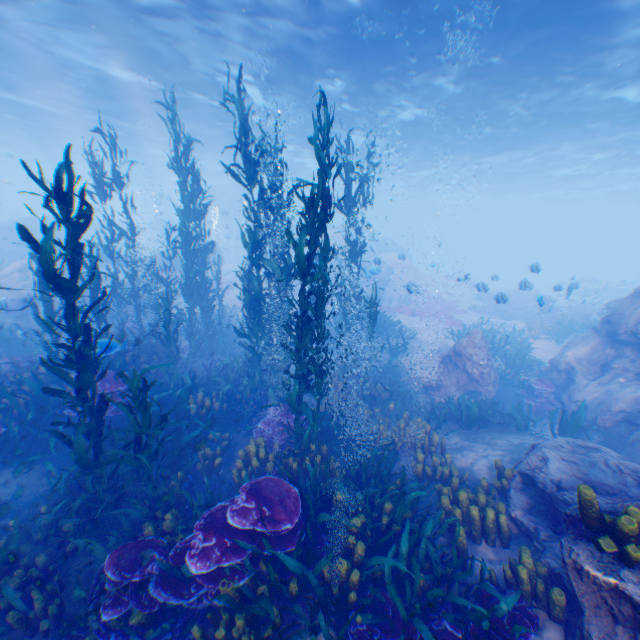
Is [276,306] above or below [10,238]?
below

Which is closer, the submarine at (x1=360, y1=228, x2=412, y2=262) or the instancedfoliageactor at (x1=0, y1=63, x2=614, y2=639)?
the instancedfoliageactor at (x1=0, y1=63, x2=614, y2=639)

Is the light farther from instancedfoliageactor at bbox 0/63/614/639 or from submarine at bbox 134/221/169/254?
instancedfoliageactor at bbox 0/63/614/639

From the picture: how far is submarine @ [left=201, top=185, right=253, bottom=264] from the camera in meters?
39.5

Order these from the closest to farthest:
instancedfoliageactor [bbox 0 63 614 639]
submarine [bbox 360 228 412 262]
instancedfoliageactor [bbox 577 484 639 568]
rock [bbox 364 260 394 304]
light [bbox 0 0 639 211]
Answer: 1. instancedfoliageactor [bbox 577 484 639 568]
2. instancedfoliageactor [bbox 0 63 614 639]
3. light [bbox 0 0 639 211]
4. rock [bbox 364 260 394 304]
5. submarine [bbox 360 228 412 262]

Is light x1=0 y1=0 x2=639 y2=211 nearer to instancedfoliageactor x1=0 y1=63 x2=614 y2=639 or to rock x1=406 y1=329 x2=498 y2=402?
rock x1=406 y1=329 x2=498 y2=402

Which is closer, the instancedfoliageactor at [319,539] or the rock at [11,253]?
the instancedfoliageactor at [319,539]

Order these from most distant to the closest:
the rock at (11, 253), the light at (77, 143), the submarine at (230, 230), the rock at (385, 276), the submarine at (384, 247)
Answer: the submarine at (230, 230), the submarine at (384, 247), the rock at (11, 253), the rock at (385, 276), the light at (77, 143)
